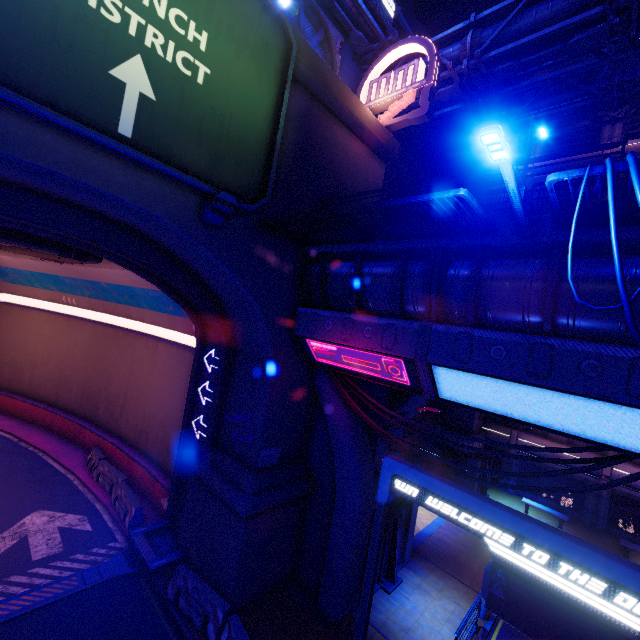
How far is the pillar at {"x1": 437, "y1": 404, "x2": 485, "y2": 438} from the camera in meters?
22.5

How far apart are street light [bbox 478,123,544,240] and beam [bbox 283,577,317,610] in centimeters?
1338cm

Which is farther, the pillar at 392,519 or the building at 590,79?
the building at 590,79

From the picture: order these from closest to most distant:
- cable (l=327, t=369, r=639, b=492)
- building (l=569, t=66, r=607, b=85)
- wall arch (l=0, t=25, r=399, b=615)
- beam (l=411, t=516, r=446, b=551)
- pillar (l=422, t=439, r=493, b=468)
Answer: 1. cable (l=327, t=369, r=639, b=492)
2. wall arch (l=0, t=25, r=399, b=615)
3. beam (l=411, t=516, r=446, b=551)
4. pillar (l=422, t=439, r=493, b=468)
5. building (l=569, t=66, r=607, b=85)

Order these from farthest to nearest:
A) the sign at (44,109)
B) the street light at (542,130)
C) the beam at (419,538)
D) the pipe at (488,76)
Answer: the beam at (419,538) < the street light at (542,130) < the pipe at (488,76) < the sign at (44,109)

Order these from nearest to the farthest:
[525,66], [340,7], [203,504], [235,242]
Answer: [235,242]
[203,504]
[525,66]
[340,7]

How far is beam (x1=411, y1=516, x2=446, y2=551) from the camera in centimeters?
1582cm

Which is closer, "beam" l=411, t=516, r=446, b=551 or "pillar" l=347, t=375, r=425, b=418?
"pillar" l=347, t=375, r=425, b=418
